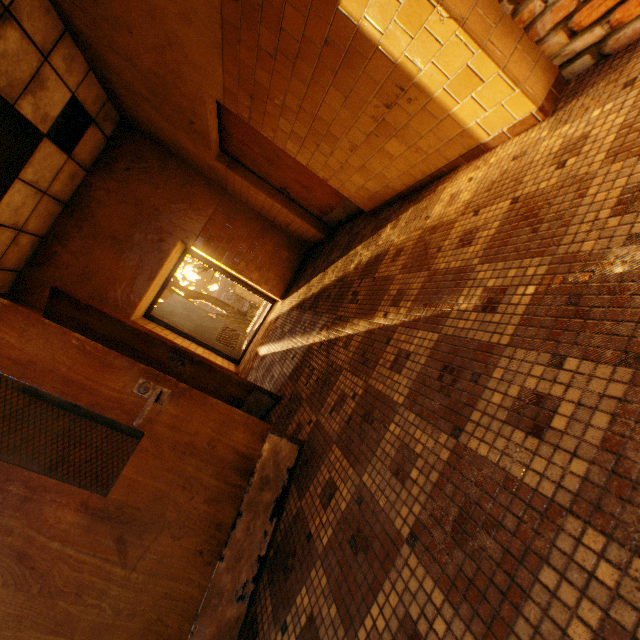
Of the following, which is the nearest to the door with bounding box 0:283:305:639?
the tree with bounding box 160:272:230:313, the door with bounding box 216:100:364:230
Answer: the door with bounding box 216:100:364:230

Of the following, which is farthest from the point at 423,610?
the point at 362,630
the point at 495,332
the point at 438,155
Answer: the point at 438,155

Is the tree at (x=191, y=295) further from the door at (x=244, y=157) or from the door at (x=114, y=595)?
the door at (x=114, y=595)

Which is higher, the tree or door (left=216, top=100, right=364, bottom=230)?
the tree

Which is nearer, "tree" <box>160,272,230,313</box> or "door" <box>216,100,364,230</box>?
"door" <box>216,100,364,230</box>

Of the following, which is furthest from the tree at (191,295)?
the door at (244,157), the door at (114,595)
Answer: the door at (114,595)

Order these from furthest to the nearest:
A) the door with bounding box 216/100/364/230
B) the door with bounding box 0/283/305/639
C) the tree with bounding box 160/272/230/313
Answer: the tree with bounding box 160/272/230/313 → the door with bounding box 216/100/364/230 → the door with bounding box 0/283/305/639

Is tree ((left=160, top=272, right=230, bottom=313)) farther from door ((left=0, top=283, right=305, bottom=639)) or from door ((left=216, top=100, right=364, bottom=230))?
door ((left=0, top=283, right=305, bottom=639))
